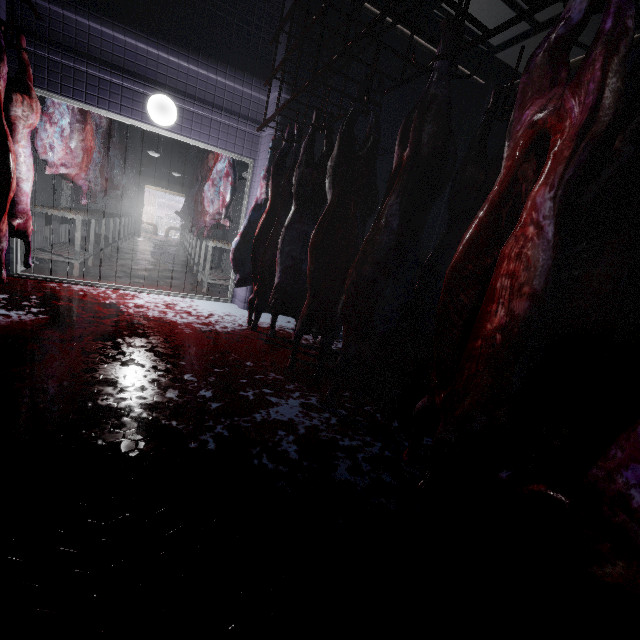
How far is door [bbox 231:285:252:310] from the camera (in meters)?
4.42

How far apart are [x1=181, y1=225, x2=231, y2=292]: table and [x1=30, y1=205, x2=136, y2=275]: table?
1.6 meters

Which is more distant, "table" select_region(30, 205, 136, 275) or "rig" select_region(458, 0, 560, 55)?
"table" select_region(30, 205, 136, 275)

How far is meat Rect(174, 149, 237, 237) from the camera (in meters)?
4.57

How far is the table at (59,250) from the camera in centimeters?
413cm

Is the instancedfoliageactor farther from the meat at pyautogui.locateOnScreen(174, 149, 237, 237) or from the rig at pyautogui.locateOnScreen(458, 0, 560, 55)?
the rig at pyautogui.locateOnScreen(458, 0, 560, 55)

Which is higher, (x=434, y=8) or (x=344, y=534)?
(x=434, y=8)

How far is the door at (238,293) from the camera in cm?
442
